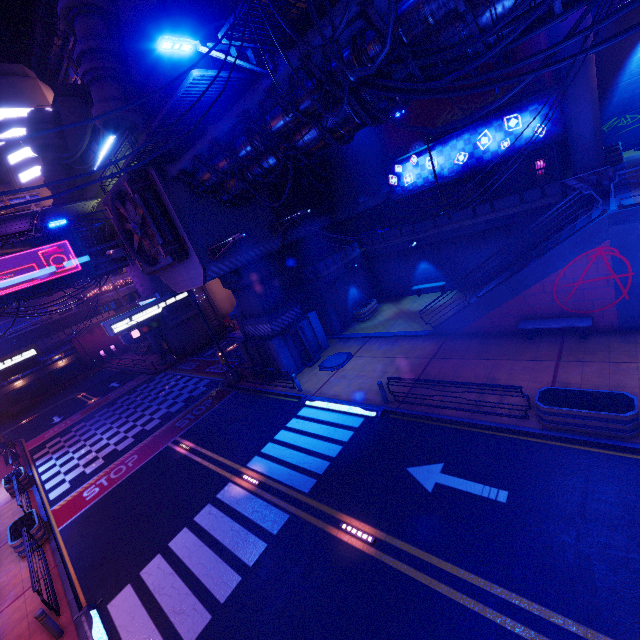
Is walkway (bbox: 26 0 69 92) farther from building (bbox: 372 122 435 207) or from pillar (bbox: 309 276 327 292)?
pillar (bbox: 309 276 327 292)

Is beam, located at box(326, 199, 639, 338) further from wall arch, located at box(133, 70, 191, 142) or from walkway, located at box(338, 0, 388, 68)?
walkway, located at box(338, 0, 388, 68)

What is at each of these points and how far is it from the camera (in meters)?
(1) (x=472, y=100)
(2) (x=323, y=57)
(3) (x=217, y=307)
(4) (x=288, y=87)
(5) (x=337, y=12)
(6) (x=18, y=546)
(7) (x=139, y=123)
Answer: (1) building, 22.78
(2) walkway, 8.60
(3) tunnel, 38.34
(4) walkway, 10.23
(5) walkway, 7.38
(6) plant holder, 13.05
(7) building, 18.86

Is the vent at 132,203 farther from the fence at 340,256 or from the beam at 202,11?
the beam at 202,11

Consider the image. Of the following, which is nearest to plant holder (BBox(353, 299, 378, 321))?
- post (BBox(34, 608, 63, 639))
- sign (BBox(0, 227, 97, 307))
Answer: post (BBox(34, 608, 63, 639))

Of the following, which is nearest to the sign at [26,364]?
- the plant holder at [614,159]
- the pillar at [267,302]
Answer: the pillar at [267,302]

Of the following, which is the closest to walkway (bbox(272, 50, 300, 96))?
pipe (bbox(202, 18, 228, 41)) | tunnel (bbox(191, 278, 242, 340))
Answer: tunnel (bbox(191, 278, 242, 340))

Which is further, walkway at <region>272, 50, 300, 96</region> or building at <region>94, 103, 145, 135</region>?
building at <region>94, 103, 145, 135</region>
